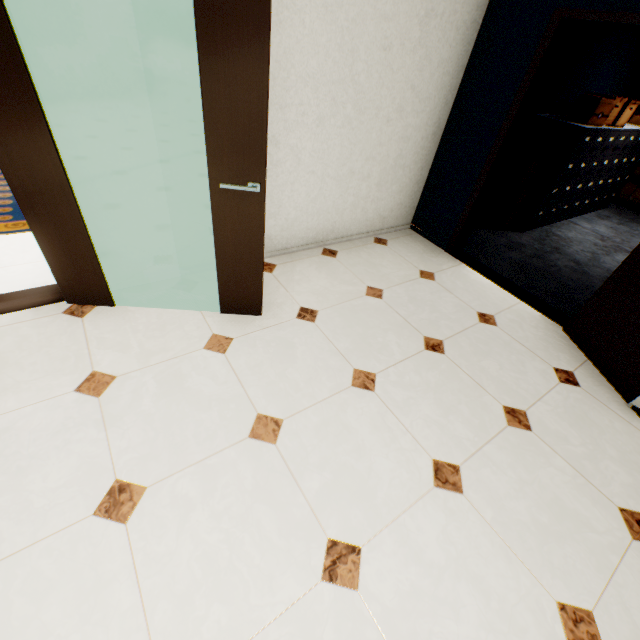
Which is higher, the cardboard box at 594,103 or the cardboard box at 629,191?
the cardboard box at 594,103

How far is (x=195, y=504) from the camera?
1.53m

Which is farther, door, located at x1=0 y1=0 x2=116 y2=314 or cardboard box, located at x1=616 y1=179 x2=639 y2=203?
cardboard box, located at x1=616 y1=179 x2=639 y2=203

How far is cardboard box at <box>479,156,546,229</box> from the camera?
4.1m

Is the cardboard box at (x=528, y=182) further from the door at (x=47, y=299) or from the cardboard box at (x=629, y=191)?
the door at (x=47, y=299)

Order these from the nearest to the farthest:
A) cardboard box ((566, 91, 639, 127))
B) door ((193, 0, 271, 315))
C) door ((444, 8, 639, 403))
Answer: door ((193, 0, 271, 315)), door ((444, 8, 639, 403)), cardboard box ((566, 91, 639, 127))

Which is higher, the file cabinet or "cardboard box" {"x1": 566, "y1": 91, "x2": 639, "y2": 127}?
"cardboard box" {"x1": 566, "y1": 91, "x2": 639, "y2": 127}

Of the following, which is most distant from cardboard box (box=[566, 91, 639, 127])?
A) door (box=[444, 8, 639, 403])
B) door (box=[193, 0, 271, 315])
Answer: door (box=[193, 0, 271, 315])
